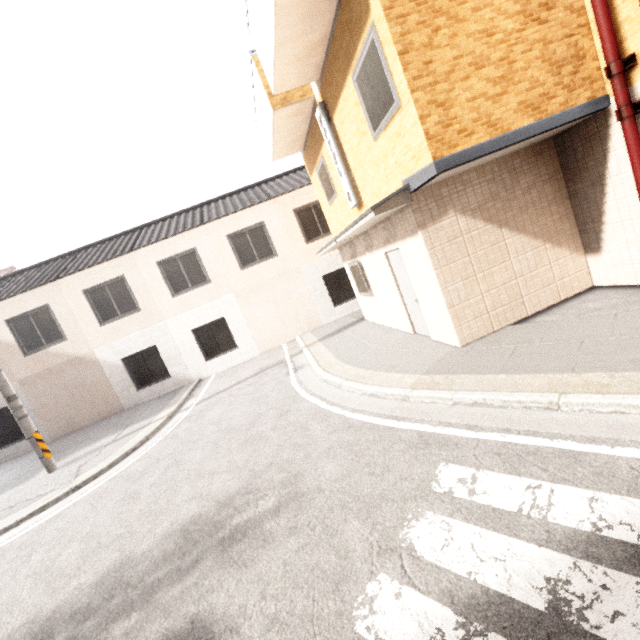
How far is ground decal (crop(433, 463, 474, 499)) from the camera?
3.0 meters

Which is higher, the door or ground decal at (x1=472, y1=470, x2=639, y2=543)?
the door

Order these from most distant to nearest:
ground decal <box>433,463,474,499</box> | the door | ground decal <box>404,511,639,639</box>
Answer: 1. the door
2. ground decal <box>433,463,474,499</box>
3. ground decal <box>404,511,639,639</box>

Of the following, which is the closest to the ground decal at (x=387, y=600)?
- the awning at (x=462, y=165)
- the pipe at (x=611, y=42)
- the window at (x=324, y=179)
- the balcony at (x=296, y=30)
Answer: the awning at (x=462, y=165)

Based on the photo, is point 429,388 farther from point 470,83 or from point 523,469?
point 470,83

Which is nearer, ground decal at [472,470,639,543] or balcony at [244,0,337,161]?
ground decal at [472,470,639,543]

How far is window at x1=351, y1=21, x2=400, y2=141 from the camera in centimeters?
463cm

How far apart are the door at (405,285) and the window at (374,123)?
2.0 meters
